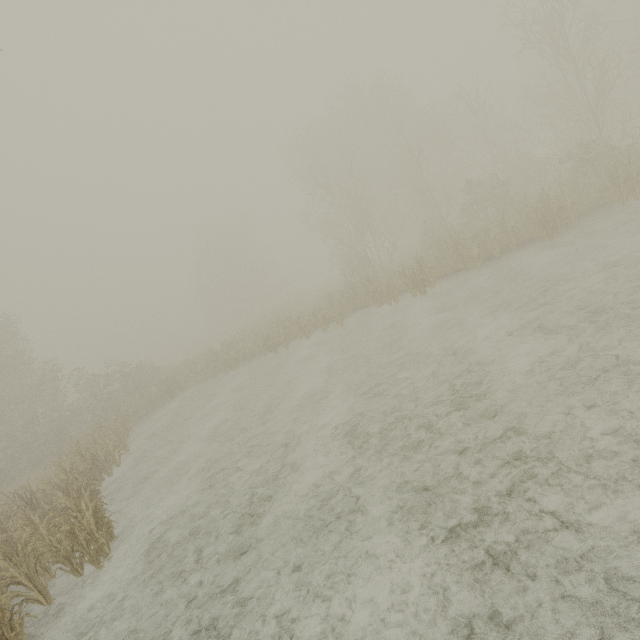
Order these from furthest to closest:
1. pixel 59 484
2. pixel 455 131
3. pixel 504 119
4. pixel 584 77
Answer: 1. pixel 455 131
2. pixel 504 119
3. pixel 584 77
4. pixel 59 484
